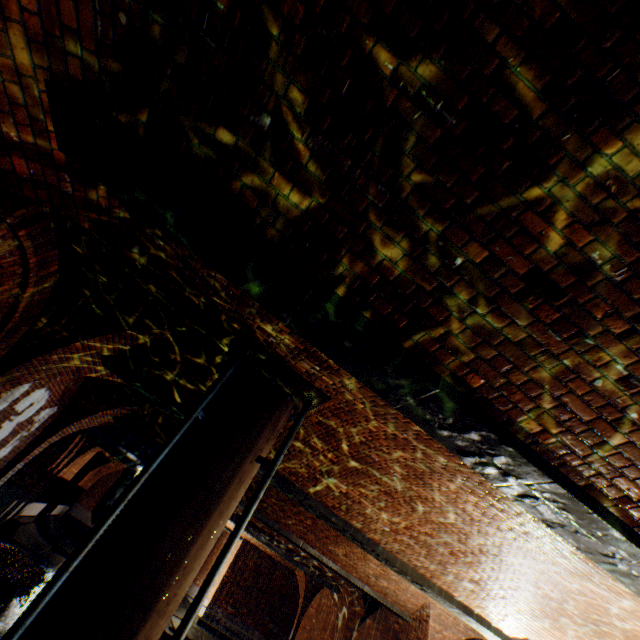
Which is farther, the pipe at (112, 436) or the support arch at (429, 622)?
the pipe at (112, 436)

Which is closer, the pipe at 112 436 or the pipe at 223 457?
the pipe at 223 457

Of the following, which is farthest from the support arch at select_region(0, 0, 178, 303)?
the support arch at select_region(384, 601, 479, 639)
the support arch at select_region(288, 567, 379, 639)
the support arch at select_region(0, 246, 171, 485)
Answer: the support arch at select_region(288, 567, 379, 639)

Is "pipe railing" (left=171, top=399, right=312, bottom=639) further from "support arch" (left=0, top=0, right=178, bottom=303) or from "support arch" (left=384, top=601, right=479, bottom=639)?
"support arch" (left=384, top=601, right=479, bottom=639)

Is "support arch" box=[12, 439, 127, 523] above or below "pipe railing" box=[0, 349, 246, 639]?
above

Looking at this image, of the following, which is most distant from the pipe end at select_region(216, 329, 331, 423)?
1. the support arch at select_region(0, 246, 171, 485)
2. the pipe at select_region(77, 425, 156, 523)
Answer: the pipe at select_region(77, 425, 156, 523)

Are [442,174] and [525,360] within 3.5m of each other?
yes

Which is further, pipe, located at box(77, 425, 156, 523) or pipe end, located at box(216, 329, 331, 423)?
pipe, located at box(77, 425, 156, 523)
